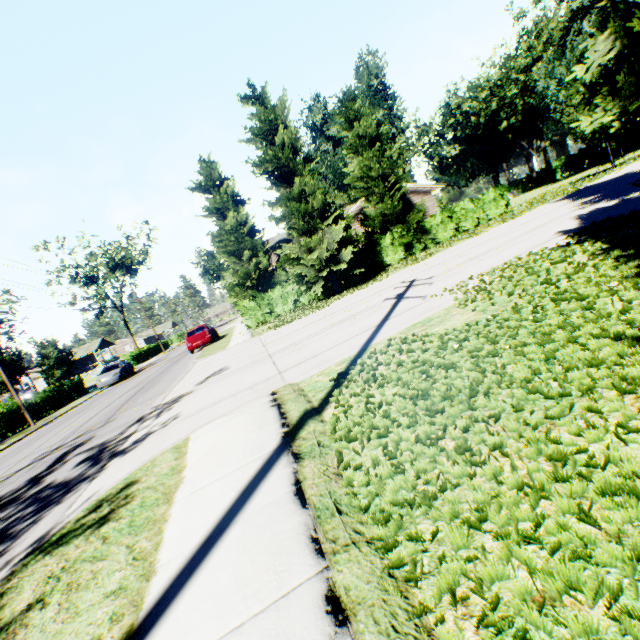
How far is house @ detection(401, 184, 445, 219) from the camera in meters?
29.4

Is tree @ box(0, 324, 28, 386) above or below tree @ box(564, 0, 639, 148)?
above

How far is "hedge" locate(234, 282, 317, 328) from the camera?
20.70m

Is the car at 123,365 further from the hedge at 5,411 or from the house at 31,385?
the house at 31,385

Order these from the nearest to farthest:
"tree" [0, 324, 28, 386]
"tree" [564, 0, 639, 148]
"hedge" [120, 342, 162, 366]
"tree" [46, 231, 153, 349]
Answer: "tree" [564, 0, 639, 148] < "tree" [0, 324, 28, 386] < "hedge" [120, 342, 162, 366] < "tree" [46, 231, 153, 349]

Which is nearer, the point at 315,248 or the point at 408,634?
the point at 408,634

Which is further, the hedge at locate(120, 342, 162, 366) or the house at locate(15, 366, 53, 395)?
the house at locate(15, 366, 53, 395)

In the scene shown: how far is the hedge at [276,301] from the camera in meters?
20.7 m
